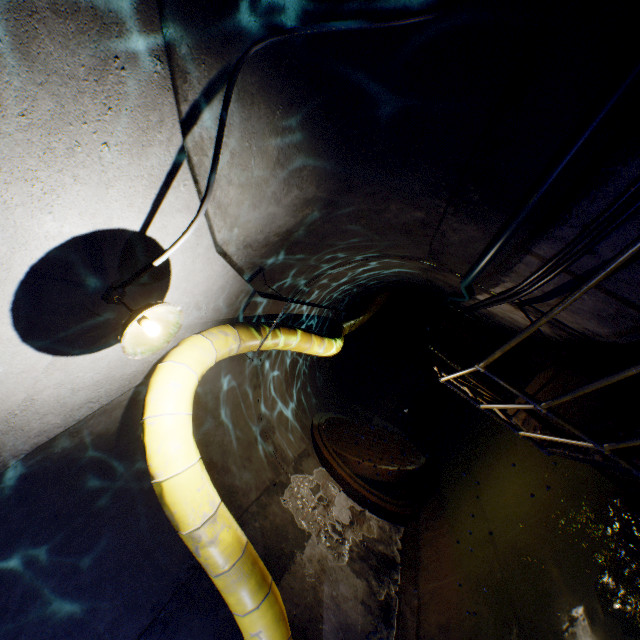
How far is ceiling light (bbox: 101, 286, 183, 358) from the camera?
2.1m

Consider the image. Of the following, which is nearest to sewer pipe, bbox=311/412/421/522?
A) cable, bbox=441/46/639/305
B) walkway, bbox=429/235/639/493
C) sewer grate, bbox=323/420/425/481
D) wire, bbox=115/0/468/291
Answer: sewer grate, bbox=323/420/425/481

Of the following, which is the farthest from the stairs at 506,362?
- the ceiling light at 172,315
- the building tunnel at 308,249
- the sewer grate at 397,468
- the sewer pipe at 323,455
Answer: the ceiling light at 172,315

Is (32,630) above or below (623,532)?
above

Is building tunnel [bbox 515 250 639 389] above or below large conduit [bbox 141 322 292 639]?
below

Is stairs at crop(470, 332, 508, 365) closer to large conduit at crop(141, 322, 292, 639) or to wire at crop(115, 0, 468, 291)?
large conduit at crop(141, 322, 292, 639)

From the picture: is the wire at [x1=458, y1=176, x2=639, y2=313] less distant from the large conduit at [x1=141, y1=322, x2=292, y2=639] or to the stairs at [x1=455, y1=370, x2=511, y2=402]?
the stairs at [x1=455, y1=370, x2=511, y2=402]

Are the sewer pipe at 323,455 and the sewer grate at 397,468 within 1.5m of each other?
yes
